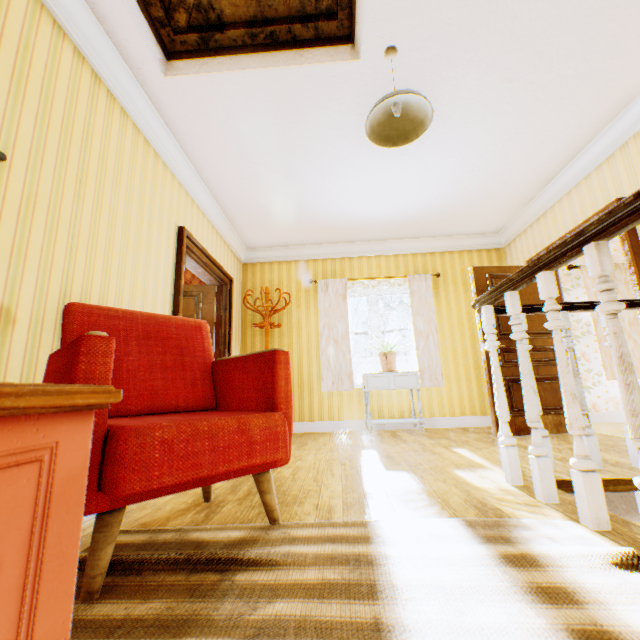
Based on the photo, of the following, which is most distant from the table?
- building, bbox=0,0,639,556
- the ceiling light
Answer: the ceiling light

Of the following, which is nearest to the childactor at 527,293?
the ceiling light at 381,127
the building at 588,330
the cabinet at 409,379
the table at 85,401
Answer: the building at 588,330

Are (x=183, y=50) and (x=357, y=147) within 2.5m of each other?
yes

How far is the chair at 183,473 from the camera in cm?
106

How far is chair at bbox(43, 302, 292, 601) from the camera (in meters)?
1.06

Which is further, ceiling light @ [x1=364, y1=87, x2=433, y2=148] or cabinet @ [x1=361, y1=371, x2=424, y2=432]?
cabinet @ [x1=361, y1=371, x2=424, y2=432]

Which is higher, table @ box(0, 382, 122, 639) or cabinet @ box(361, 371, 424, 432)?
cabinet @ box(361, 371, 424, 432)

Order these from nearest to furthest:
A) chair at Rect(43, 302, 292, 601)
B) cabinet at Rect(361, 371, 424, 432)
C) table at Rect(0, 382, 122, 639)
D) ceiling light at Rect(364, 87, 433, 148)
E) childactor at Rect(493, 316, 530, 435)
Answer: table at Rect(0, 382, 122, 639) < chair at Rect(43, 302, 292, 601) < ceiling light at Rect(364, 87, 433, 148) < childactor at Rect(493, 316, 530, 435) < cabinet at Rect(361, 371, 424, 432)
